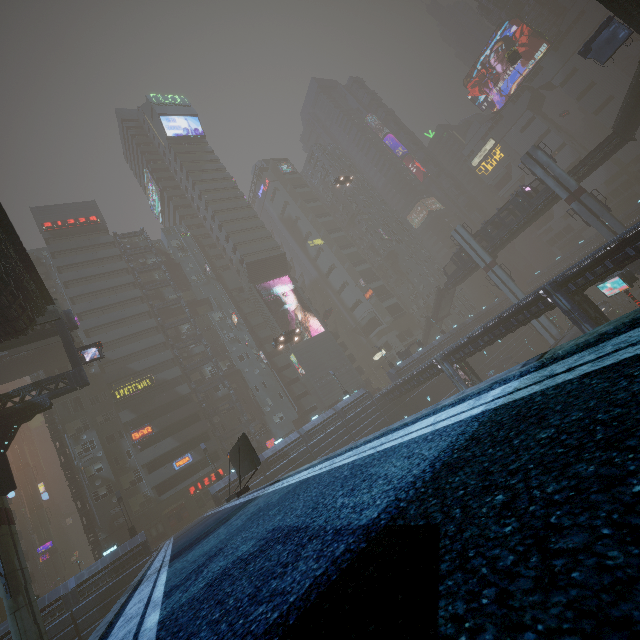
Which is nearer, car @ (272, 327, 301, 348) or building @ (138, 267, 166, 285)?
car @ (272, 327, 301, 348)

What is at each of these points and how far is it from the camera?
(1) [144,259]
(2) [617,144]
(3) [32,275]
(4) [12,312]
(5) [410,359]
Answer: (1) building, 58.1 meters
(2) bridge, 37.3 meters
(3) bridge, 19.8 meters
(4) building, 18.9 meters
(5) building, 53.0 meters

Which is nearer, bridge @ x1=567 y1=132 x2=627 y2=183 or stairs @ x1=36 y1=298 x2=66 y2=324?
stairs @ x1=36 y1=298 x2=66 y2=324

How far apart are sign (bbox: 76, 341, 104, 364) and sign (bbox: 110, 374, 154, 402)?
20.0 meters

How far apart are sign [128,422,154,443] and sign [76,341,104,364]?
20.2 meters

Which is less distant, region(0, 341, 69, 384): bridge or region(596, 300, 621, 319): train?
region(0, 341, 69, 384): bridge

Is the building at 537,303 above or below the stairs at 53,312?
below

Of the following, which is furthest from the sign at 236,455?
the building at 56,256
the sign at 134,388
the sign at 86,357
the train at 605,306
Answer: the sign at 134,388
